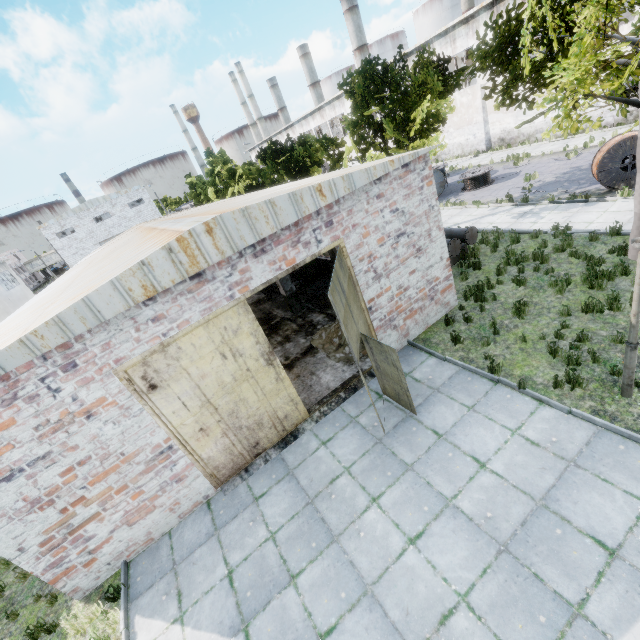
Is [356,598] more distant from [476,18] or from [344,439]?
[476,18]

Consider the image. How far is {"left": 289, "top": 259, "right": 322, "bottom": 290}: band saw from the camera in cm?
1660

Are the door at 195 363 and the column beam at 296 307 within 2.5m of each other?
no

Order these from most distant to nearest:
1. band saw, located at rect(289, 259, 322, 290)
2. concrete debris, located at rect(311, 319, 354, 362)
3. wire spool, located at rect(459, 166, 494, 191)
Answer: wire spool, located at rect(459, 166, 494, 191)
band saw, located at rect(289, 259, 322, 290)
concrete debris, located at rect(311, 319, 354, 362)

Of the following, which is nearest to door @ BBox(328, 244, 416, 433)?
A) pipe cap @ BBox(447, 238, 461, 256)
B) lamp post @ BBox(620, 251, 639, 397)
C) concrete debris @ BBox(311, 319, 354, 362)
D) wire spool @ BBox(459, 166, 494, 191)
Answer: concrete debris @ BBox(311, 319, 354, 362)

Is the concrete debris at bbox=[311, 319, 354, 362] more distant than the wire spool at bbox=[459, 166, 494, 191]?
No

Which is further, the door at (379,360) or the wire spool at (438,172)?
the wire spool at (438,172)

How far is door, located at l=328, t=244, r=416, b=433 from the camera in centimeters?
636cm
